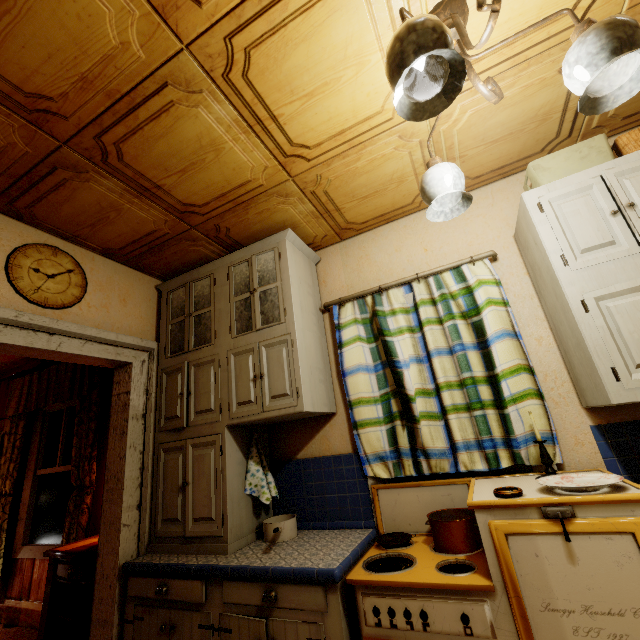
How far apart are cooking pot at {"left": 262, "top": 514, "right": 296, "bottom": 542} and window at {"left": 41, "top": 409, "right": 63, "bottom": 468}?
2.7 meters

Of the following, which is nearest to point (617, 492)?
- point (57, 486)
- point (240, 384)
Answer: point (240, 384)

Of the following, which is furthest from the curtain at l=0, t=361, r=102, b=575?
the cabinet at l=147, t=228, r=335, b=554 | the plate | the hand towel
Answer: the plate

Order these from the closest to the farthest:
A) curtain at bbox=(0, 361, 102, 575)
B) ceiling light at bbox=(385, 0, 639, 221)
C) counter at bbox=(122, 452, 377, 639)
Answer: ceiling light at bbox=(385, 0, 639, 221) → counter at bbox=(122, 452, 377, 639) → curtain at bbox=(0, 361, 102, 575)

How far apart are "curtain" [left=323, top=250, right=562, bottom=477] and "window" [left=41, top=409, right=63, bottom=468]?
3.26m

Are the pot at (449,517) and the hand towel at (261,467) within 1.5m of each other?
yes

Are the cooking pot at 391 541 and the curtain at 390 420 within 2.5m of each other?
yes

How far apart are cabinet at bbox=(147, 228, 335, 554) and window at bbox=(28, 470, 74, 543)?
1.84m
